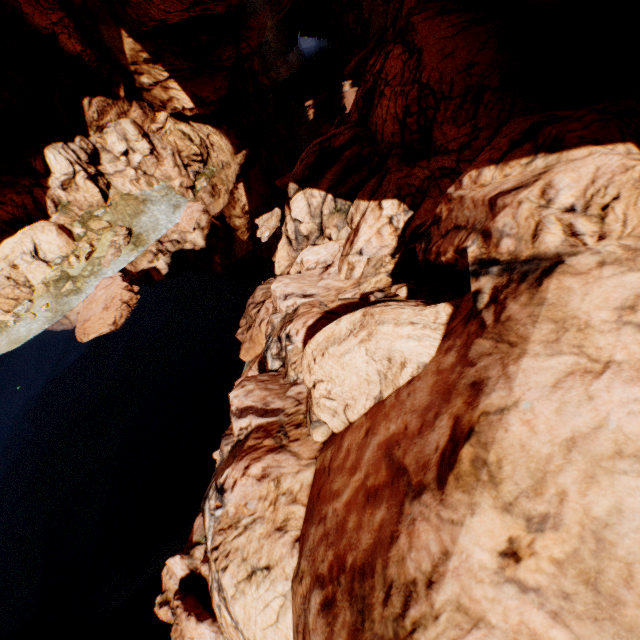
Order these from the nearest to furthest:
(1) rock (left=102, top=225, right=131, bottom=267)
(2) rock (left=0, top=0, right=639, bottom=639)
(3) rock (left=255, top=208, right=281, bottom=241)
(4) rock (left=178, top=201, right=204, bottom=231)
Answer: (2) rock (left=0, top=0, right=639, bottom=639)
(3) rock (left=255, top=208, right=281, bottom=241)
(1) rock (left=102, top=225, right=131, bottom=267)
(4) rock (left=178, top=201, right=204, bottom=231)

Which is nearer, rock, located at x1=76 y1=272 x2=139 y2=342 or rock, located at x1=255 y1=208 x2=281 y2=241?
rock, located at x1=76 y1=272 x2=139 y2=342

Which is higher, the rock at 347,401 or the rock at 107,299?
the rock at 347,401

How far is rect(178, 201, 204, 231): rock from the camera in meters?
24.1

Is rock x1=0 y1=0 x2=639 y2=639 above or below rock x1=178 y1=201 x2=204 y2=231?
above

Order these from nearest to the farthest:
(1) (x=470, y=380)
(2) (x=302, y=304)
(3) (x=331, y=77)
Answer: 1. (1) (x=470, y=380)
2. (2) (x=302, y=304)
3. (3) (x=331, y=77)
